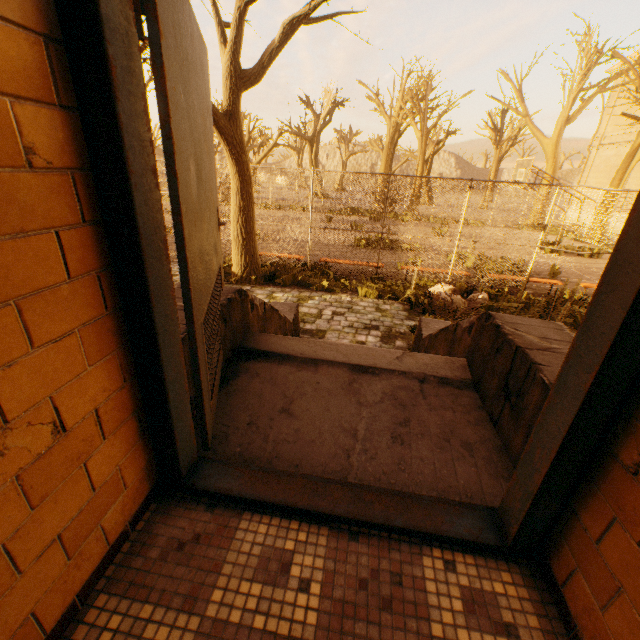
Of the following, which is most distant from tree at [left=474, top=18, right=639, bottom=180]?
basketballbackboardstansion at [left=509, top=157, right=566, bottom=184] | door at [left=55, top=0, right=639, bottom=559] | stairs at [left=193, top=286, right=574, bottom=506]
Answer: door at [left=55, top=0, right=639, bottom=559]

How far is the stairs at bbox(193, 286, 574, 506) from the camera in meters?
1.8

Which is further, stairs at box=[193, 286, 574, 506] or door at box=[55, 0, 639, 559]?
stairs at box=[193, 286, 574, 506]

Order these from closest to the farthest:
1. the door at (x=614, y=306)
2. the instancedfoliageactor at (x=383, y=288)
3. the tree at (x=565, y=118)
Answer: the door at (x=614, y=306), the instancedfoliageactor at (x=383, y=288), the tree at (x=565, y=118)

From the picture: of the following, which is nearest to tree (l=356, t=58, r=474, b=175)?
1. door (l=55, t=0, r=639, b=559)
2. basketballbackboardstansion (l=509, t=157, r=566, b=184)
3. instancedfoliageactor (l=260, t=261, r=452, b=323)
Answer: instancedfoliageactor (l=260, t=261, r=452, b=323)

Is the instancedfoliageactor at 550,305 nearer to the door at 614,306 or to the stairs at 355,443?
the stairs at 355,443

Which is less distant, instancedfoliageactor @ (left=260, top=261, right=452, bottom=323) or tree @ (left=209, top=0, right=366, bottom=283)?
tree @ (left=209, top=0, right=366, bottom=283)

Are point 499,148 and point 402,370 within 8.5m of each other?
no
